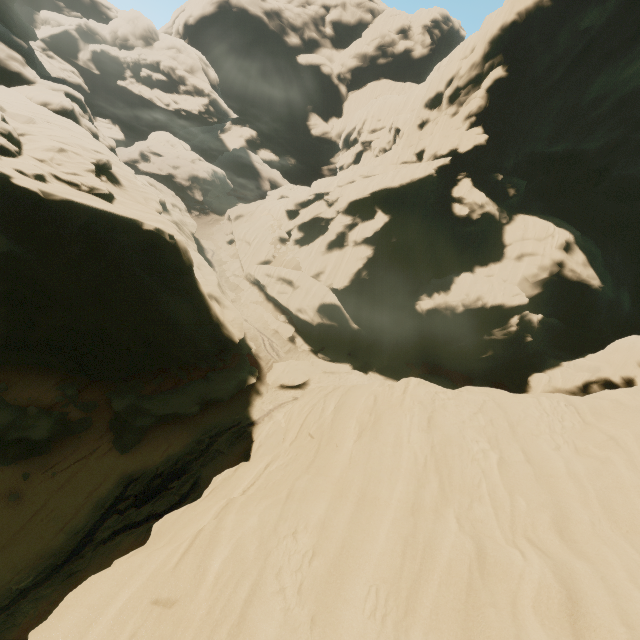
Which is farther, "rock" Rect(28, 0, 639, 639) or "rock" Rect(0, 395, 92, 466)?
"rock" Rect(0, 395, 92, 466)

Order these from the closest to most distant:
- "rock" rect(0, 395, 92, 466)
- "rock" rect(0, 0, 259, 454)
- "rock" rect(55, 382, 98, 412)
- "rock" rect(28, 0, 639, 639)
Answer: "rock" rect(28, 0, 639, 639), "rock" rect(0, 0, 259, 454), "rock" rect(0, 395, 92, 466), "rock" rect(55, 382, 98, 412)

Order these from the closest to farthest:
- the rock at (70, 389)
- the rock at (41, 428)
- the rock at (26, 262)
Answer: the rock at (26, 262)
the rock at (41, 428)
the rock at (70, 389)

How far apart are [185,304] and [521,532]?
19.36m

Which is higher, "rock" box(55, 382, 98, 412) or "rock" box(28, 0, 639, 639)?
"rock" box(28, 0, 639, 639)

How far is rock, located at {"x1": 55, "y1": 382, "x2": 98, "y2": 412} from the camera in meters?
17.3

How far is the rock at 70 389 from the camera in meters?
17.3
